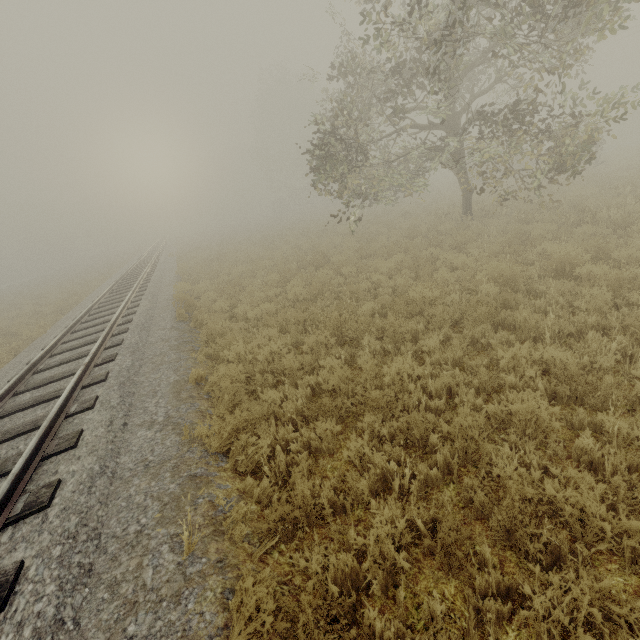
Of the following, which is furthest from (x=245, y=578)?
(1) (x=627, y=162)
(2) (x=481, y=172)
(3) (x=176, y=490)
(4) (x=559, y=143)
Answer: (1) (x=627, y=162)
